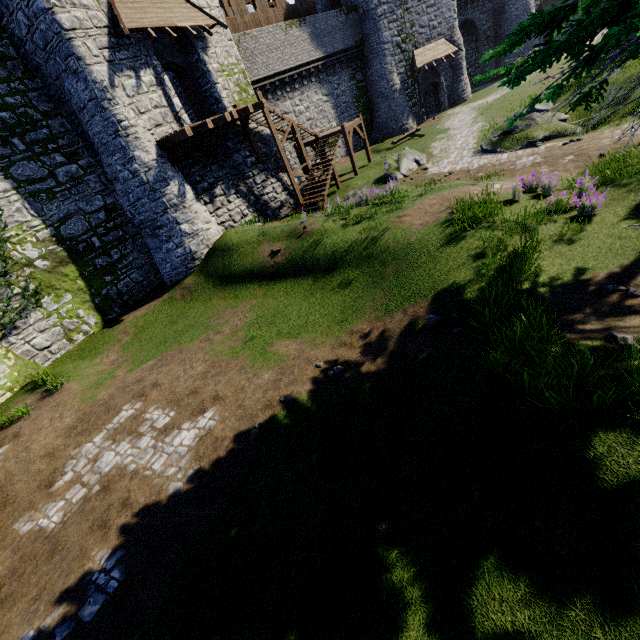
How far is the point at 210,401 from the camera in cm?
823

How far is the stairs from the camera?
18.8m

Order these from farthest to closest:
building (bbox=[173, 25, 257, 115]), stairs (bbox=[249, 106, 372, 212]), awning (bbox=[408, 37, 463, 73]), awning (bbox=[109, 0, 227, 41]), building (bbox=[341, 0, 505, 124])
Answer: awning (bbox=[408, 37, 463, 73]) → building (bbox=[341, 0, 505, 124]) → stairs (bbox=[249, 106, 372, 212]) → building (bbox=[173, 25, 257, 115]) → awning (bbox=[109, 0, 227, 41])

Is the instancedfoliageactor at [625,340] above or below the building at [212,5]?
below

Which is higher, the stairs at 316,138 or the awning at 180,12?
the awning at 180,12

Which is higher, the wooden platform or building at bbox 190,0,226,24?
building at bbox 190,0,226,24

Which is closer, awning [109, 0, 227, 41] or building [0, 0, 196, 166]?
building [0, 0, 196, 166]

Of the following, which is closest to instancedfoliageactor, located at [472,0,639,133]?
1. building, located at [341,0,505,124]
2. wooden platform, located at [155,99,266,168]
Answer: wooden platform, located at [155,99,266,168]
